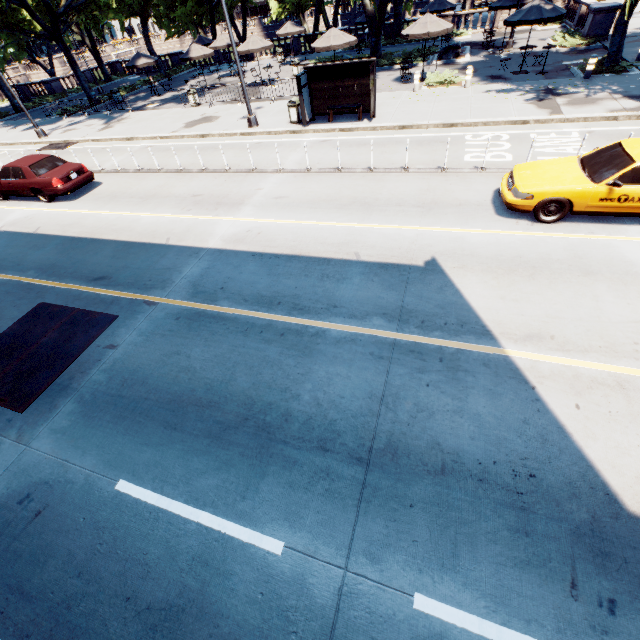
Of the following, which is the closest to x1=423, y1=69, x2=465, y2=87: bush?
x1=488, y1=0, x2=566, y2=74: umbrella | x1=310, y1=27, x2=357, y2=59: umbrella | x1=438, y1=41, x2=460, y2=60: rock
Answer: x1=488, y1=0, x2=566, y2=74: umbrella

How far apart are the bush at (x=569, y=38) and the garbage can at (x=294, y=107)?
18.36m

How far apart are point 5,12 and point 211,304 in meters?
34.2

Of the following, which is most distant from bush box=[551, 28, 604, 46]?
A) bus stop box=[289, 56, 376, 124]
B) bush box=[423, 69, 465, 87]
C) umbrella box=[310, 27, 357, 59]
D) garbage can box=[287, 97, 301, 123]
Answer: garbage can box=[287, 97, 301, 123]

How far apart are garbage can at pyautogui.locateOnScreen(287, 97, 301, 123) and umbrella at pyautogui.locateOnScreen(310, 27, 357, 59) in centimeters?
584cm

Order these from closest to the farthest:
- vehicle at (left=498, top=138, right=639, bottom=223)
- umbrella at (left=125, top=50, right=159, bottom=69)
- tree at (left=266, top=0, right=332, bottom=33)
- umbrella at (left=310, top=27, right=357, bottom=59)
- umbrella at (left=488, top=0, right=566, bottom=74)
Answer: vehicle at (left=498, top=138, right=639, bottom=223) < umbrella at (left=488, top=0, right=566, bottom=74) < umbrella at (left=310, top=27, right=357, bottom=59) < umbrella at (left=125, top=50, right=159, bottom=69) < tree at (left=266, top=0, right=332, bottom=33)

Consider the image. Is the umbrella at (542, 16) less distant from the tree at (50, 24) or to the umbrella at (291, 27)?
the tree at (50, 24)

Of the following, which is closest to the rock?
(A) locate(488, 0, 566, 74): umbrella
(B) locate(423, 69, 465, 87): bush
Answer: (A) locate(488, 0, 566, 74): umbrella
